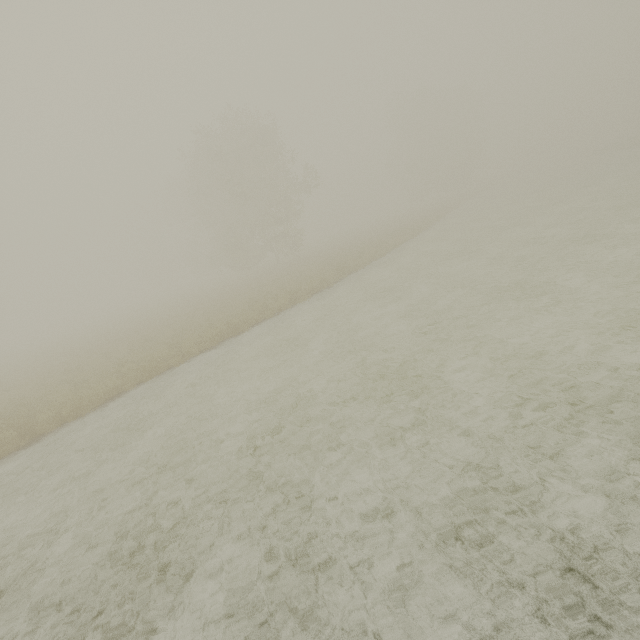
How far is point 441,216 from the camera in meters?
32.8 m
